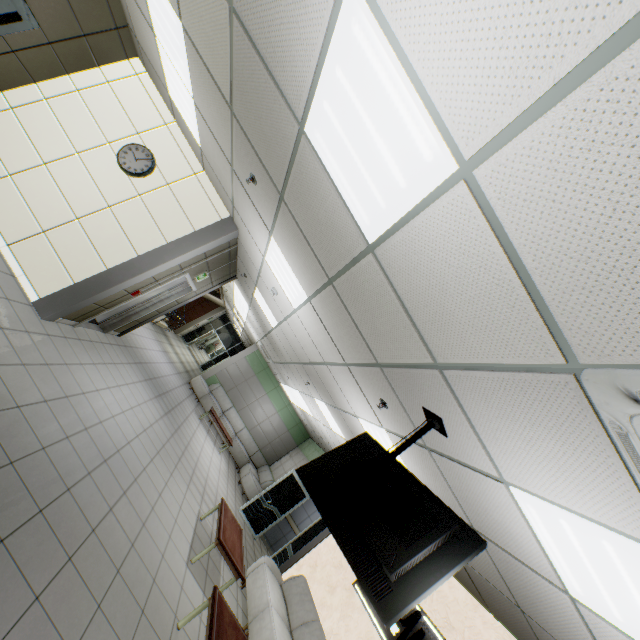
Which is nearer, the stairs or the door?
the door

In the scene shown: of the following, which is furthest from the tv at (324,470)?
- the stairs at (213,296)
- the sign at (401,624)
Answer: the stairs at (213,296)

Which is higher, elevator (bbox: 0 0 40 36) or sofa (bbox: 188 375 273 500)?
elevator (bbox: 0 0 40 36)

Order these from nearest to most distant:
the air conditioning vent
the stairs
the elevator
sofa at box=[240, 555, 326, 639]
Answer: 1. the air conditioning vent
2. the elevator
3. sofa at box=[240, 555, 326, 639]
4. the stairs

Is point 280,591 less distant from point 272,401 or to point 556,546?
point 556,546

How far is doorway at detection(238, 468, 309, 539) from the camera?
9.66m

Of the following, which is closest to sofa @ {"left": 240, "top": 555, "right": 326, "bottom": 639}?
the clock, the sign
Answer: the sign

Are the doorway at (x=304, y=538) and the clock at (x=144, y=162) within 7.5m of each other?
no
